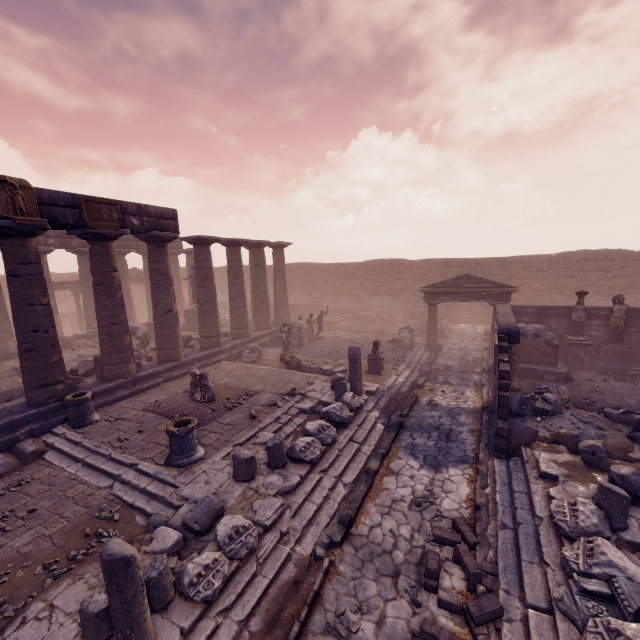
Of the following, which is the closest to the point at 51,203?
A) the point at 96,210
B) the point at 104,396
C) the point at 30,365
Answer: the point at 96,210

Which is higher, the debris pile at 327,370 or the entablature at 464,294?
the entablature at 464,294

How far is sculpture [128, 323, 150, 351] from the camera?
16.6 meters

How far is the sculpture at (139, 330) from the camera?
16.6m

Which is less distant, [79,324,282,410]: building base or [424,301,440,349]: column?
[79,324,282,410]: building base

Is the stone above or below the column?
below

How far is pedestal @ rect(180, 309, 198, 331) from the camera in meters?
20.8 m

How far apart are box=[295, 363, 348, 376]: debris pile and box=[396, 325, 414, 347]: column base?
4.93m
